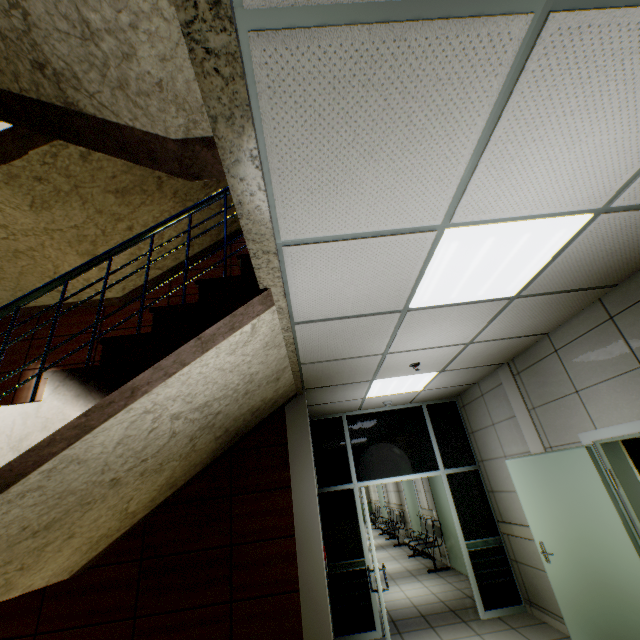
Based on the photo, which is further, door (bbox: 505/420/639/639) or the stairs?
door (bbox: 505/420/639/639)

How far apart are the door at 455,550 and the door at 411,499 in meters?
1.7

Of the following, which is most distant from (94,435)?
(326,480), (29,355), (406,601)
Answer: (406,601)

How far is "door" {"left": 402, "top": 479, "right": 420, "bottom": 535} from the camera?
9.9 meters

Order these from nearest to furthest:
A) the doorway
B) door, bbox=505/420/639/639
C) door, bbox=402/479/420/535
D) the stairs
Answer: the stairs, door, bbox=505/420/639/639, the doorway, door, bbox=402/479/420/535

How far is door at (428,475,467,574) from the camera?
7.2 meters

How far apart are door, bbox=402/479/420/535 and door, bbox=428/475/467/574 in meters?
1.7

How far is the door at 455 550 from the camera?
7.17m
